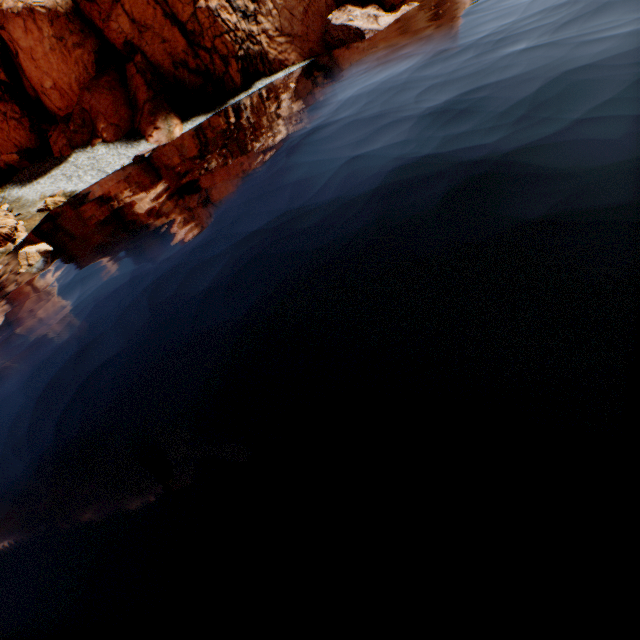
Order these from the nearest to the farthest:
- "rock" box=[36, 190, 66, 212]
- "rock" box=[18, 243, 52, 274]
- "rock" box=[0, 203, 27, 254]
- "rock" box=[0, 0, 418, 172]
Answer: "rock" box=[18, 243, 52, 274], "rock" box=[0, 203, 27, 254], "rock" box=[36, 190, 66, 212], "rock" box=[0, 0, 418, 172]

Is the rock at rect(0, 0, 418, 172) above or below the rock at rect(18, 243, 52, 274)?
above

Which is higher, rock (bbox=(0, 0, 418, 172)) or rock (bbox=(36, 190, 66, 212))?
rock (bbox=(0, 0, 418, 172))

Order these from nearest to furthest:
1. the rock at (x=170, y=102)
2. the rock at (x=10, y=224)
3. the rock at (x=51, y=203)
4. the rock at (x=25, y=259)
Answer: the rock at (x=25, y=259) → the rock at (x=10, y=224) → the rock at (x=51, y=203) → the rock at (x=170, y=102)

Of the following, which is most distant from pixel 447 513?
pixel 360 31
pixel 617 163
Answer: pixel 360 31

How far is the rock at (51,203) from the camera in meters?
31.0 m

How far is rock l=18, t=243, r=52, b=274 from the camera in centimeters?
2097cm

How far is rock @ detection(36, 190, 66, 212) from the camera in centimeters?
3097cm
